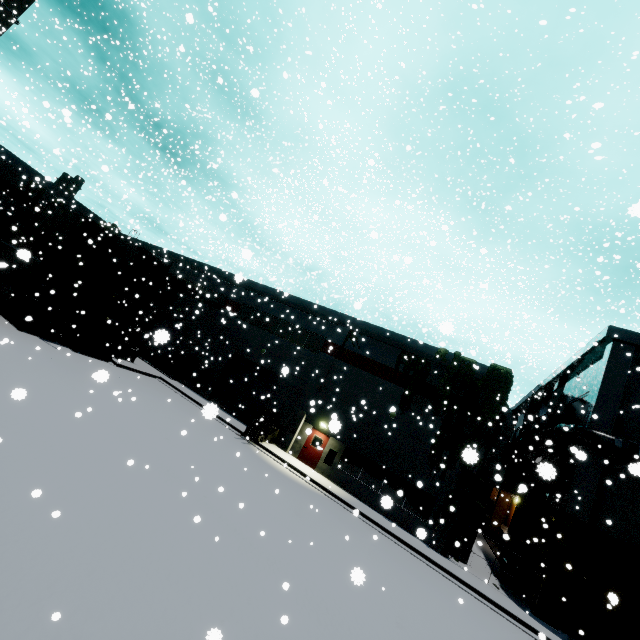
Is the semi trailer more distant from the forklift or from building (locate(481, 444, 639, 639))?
the forklift

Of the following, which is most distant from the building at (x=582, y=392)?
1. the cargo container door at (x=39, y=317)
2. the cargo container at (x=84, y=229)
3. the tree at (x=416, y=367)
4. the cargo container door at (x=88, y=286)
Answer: the cargo container door at (x=39, y=317)

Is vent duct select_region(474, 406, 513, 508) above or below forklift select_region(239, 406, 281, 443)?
above

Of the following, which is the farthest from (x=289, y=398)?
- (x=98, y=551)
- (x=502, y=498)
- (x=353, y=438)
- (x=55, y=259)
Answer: (x=502, y=498)

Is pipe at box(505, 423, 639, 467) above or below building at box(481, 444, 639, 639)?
above

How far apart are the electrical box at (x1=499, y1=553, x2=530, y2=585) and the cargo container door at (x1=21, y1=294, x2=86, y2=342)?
30.1 meters

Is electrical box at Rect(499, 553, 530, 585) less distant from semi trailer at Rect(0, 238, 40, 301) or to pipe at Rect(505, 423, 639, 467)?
pipe at Rect(505, 423, 639, 467)

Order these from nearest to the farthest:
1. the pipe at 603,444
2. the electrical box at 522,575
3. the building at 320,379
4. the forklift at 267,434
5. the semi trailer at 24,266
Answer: the semi trailer at 24,266 → the pipe at 603,444 → the electrical box at 522,575 → the building at 320,379 → the forklift at 267,434
